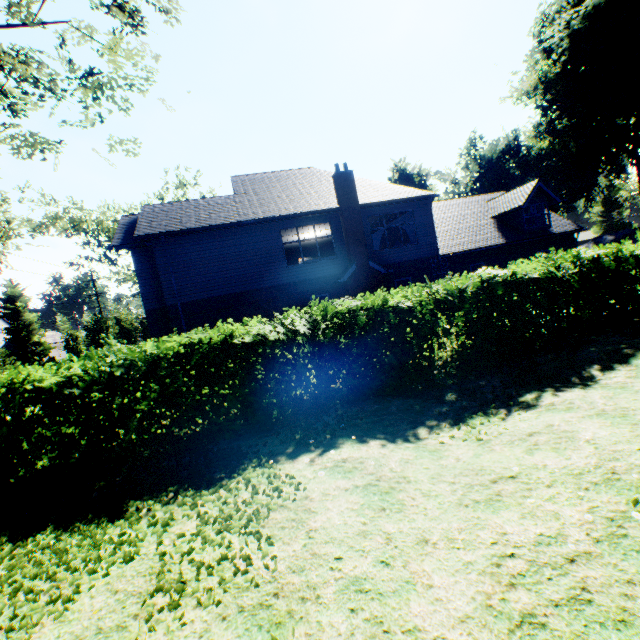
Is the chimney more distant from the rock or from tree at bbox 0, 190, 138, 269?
the rock

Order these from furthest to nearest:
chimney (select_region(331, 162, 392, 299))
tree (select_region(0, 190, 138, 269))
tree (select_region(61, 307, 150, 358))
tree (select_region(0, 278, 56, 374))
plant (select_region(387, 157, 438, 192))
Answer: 1. plant (select_region(387, 157, 438, 192))
2. tree (select_region(0, 278, 56, 374))
3. tree (select_region(61, 307, 150, 358))
4. chimney (select_region(331, 162, 392, 299))
5. tree (select_region(0, 190, 138, 269))

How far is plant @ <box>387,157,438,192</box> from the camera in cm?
5451

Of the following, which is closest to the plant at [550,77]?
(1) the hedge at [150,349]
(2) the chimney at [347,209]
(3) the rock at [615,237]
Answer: (3) the rock at [615,237]

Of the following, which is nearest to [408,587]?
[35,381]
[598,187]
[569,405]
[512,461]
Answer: [512,461]

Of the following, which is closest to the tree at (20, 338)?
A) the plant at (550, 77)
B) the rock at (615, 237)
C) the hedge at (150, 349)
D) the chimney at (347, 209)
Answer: the hedge at (150, 349)

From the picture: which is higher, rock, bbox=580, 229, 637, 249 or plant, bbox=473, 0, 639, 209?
plant, bbox=473, 0, 639, 209

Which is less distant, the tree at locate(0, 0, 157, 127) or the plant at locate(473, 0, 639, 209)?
the tree at locate(0, 0, 157, 127)
